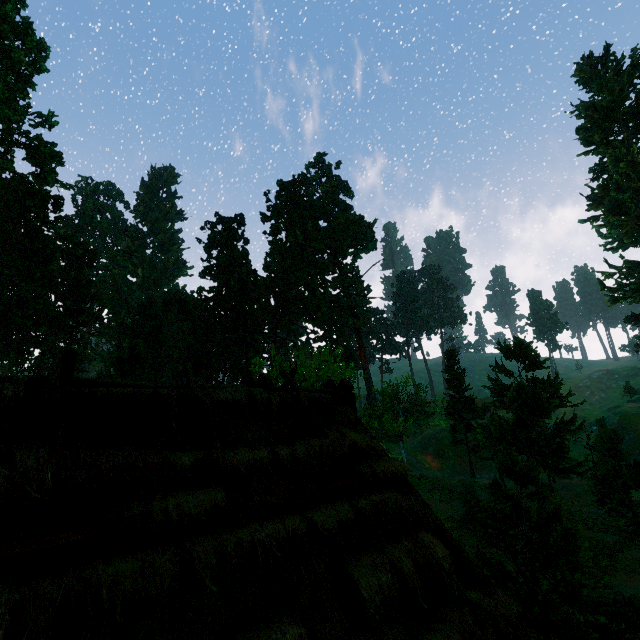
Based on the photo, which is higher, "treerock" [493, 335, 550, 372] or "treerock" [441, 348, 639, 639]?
"treerock" [493, 335, 550, 372]

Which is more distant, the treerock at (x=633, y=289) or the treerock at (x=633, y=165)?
the treerock at (x=633, y=165)

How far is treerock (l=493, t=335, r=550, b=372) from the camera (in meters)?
24.83

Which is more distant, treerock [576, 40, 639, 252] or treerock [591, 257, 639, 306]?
treerock [576, 40, 639, 252]

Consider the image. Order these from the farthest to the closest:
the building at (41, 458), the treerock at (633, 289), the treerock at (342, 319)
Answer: the treerock at (633, 289), the treerock at (342, 319), the building at (41, 458)

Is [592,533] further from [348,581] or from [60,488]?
[60,488]
